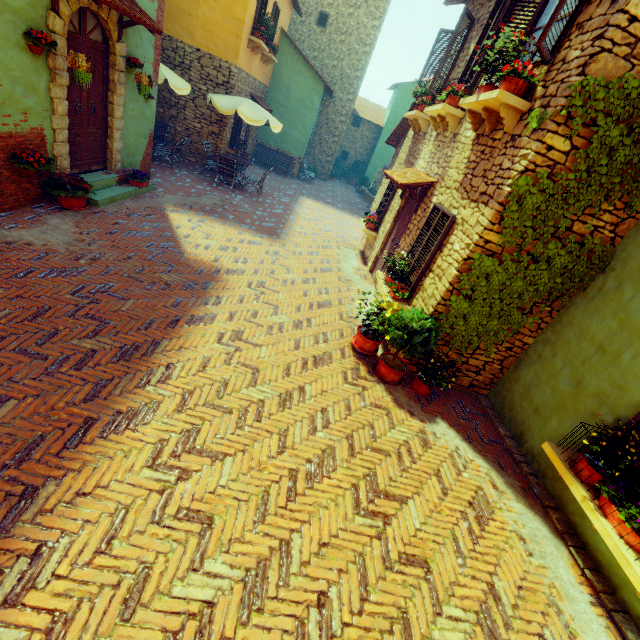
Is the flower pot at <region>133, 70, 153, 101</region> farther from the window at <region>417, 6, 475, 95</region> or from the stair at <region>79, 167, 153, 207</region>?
the window at <region>417, 6, 475, 95</region>

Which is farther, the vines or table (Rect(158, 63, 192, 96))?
table (Rect(158, 63, 192, 96))

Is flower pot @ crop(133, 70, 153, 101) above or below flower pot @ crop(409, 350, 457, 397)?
above

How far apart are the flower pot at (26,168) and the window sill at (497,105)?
7.1 meters

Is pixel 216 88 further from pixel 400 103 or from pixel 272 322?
pixel 400 103

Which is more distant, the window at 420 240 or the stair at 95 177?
the stair at 95 177

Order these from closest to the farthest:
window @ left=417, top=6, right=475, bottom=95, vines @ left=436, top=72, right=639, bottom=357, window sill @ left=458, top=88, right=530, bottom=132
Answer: vines @ left=436, top=72, right=639, bottom=357 < window sill @ left=458, top=88, right=530, bottom=132 < window @ left=417, top=6, right=475, bottom=95

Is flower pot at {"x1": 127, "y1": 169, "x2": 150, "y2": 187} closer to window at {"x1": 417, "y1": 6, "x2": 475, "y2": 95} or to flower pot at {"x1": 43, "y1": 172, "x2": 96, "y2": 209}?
flower pot at {"x1": 43, "y1": 172, "x2": 96, "y2": 209}
